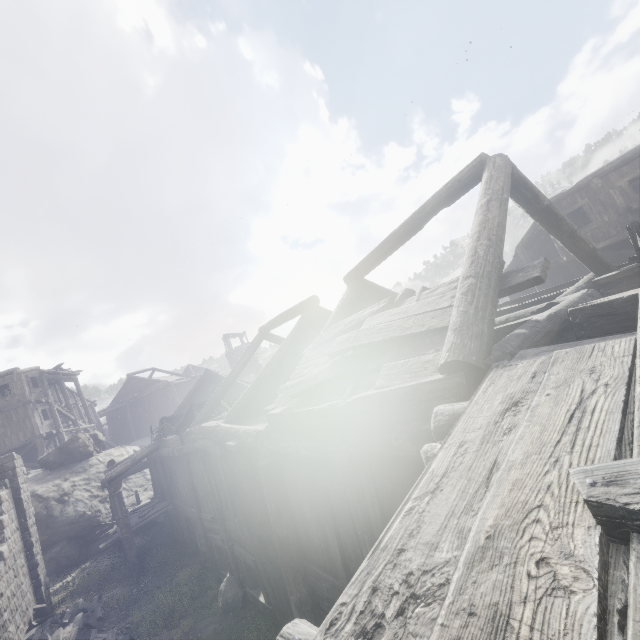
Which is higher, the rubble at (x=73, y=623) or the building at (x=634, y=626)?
the building at (x=634, y=626)

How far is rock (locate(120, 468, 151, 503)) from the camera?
21.9 meters

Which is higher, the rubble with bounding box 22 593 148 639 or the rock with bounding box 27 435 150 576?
the rock with bounding box 27 435 150 576

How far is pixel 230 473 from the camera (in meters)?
8.20

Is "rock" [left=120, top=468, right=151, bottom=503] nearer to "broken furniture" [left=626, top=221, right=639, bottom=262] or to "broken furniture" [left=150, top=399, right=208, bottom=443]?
"broken furniture" [left=150, top=399, right=208, bottom=443]

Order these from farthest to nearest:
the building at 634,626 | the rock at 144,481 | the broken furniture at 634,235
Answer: the rock at 144,481 → the broken furniture at 634,235 → the building at 634,626

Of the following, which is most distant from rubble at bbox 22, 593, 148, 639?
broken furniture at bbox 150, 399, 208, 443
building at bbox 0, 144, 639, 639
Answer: broken furniture at bbox 150, 399, 208, 443
